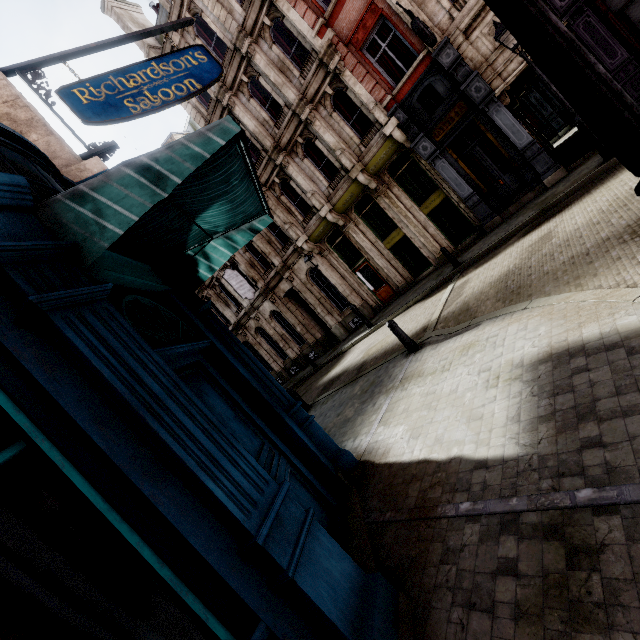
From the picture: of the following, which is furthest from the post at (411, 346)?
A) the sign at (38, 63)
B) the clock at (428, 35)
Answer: the clock at (428, 35)

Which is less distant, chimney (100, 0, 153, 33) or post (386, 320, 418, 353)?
post (386, 320, 418, 353)

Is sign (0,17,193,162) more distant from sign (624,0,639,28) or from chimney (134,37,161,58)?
chimney (134,37,161,58)

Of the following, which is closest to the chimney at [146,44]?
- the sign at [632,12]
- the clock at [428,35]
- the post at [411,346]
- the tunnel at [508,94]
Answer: the clock at [428,35]

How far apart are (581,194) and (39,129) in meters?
11.8 m

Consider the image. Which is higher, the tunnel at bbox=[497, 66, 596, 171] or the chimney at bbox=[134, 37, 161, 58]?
the chimney at bbox=[134, 37, 161, 58]

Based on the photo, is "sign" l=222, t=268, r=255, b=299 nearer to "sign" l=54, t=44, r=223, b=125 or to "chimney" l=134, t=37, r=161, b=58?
"sign" l=54, t=44, r=223, b=125

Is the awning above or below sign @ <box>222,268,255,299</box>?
below
